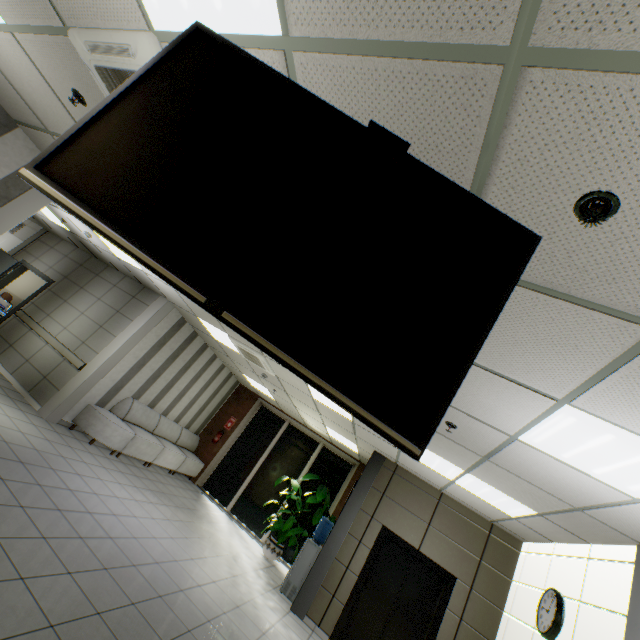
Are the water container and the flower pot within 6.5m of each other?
yes

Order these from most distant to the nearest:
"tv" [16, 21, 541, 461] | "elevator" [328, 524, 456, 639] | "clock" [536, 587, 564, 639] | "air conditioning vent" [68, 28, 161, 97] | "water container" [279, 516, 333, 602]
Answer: "water container" [279, 516, 333, 602] < "elevator" [328, 524, 456, 639] < "clock" [536, 587, 564, 639] < "air conditioning vent" [68, 28, 161, 97] < "tv" [16, 21, 541, 461]

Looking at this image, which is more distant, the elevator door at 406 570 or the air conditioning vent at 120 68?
the elevator door at 406 570

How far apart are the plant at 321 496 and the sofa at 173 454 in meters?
2.8

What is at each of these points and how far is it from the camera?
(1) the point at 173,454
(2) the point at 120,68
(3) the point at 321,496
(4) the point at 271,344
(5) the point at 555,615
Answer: (1) sofa, 8.7 meters
(2) air conditioning vent, 2.2 meters
(3) plant, 8.0 meters
(4) tv, 0.9 meters
(5) clock, 4.0 meters

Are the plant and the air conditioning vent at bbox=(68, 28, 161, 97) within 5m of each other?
no

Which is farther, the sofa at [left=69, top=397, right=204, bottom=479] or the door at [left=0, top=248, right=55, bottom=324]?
the door at [left=0, top=248, right=55, bottom=324]

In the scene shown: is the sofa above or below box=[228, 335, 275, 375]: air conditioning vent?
below
